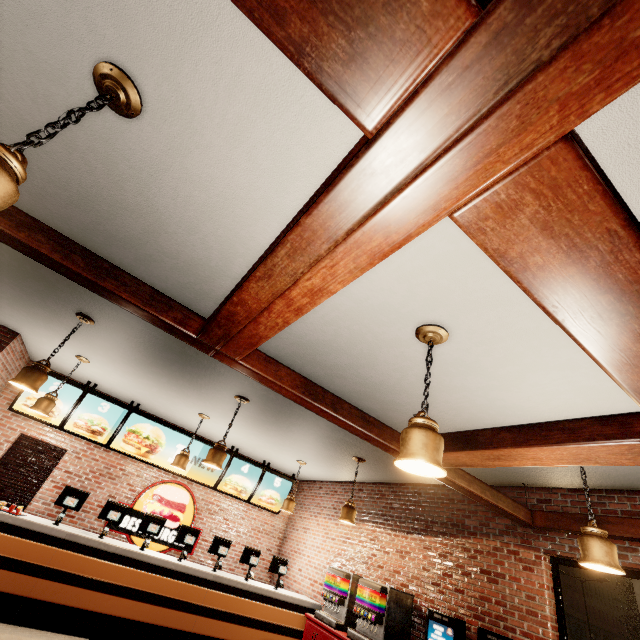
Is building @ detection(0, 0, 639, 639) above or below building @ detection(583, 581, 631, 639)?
below

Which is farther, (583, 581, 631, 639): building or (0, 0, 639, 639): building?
(583, 581, 631, 639): building

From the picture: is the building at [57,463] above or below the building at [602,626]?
below

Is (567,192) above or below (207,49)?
below

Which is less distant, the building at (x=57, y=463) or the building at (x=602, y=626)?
the building at (x=57, y=463)
